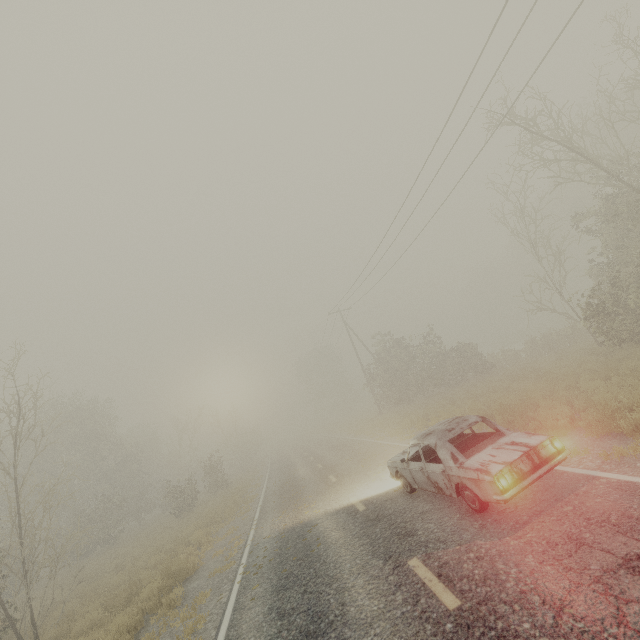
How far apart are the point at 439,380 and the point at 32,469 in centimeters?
3388cm

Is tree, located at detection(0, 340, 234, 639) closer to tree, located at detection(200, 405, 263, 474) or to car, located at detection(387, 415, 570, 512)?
tree, located at detection(200, 405, 263, 474)

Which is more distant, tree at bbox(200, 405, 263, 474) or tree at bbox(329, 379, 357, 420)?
tree at bbox(329, 379, 357, 420)

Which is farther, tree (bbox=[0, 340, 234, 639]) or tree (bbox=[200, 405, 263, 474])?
tree (bbox=[200, 405, 263, 474])

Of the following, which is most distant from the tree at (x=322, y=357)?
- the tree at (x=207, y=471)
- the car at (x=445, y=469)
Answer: the car at (x=445, y=469)

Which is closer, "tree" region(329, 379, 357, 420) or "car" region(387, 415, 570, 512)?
"car" region(387, 415, 570, 512)

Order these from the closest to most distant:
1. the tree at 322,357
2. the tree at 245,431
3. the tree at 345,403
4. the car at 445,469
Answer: the car at 445,469 < the tree at 245,431 < the tree at 345,403 < the tree at 322,357
